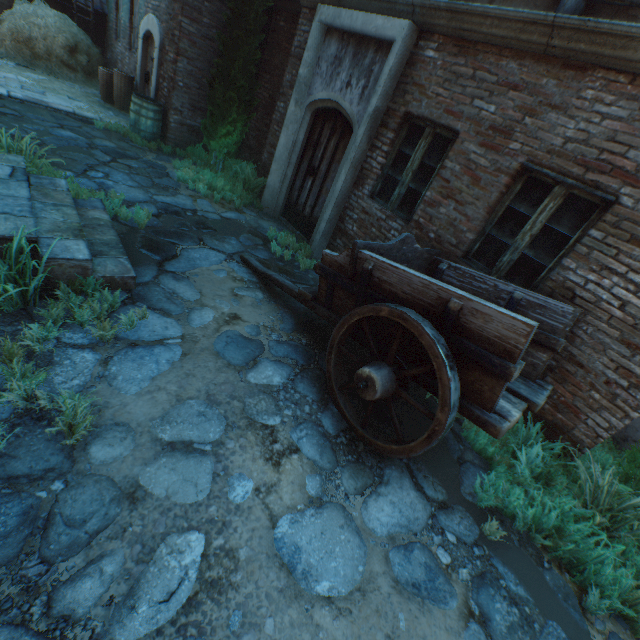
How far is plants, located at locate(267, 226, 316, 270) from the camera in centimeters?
→ 569cm

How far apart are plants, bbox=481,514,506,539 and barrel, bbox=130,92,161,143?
9.9 meters

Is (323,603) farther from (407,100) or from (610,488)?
(407,100)

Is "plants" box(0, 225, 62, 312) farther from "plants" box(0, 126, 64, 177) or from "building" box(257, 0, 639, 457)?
"plants" box(0, 126, 64, 177)

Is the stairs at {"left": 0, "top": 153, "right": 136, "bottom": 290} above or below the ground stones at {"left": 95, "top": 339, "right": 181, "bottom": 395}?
above

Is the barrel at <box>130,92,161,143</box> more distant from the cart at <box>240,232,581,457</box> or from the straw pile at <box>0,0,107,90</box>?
the cart at <box>240,232,581,457</box>

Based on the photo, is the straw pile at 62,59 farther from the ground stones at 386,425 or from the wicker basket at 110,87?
the ground stones at 386,425

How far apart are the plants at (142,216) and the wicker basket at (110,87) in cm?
560
